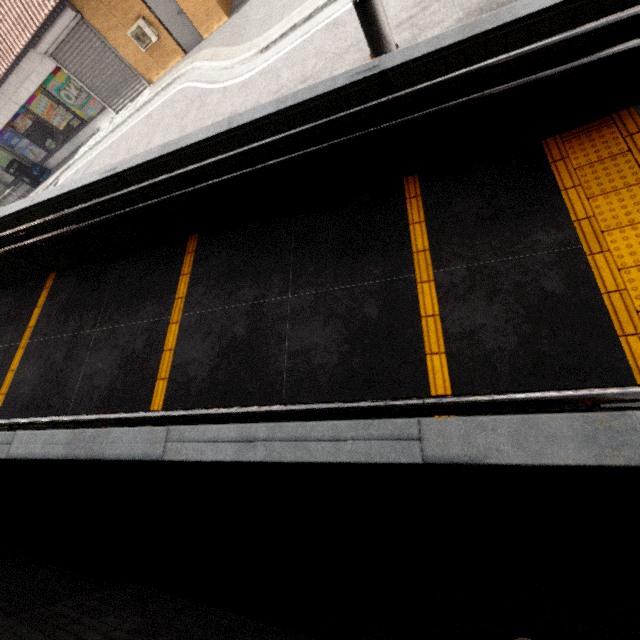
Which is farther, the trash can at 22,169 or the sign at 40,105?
the trash can at 22,169

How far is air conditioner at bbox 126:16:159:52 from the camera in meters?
9.9 m

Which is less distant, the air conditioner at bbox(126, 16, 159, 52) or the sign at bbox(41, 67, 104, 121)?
the air conditioner at bbox(126, 16, 159, 52)

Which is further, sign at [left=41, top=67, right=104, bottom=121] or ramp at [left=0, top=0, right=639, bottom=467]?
sign at [left=41, top=67, right=104, bottom=121]

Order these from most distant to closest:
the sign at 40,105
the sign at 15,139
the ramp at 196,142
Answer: the sign at 15,139
the sign at 40,105
the ramp at 196,142

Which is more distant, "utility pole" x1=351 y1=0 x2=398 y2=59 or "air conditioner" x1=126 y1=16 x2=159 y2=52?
"air conditioner" x1=126 y1=16 x2=159 y2=52

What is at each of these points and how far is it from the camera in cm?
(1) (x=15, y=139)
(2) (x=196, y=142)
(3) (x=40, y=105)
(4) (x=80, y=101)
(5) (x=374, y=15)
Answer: (1) sign, 1382
(2) ramp, 330
(3) sign, 1249
(4) sign, 1232
(5) utility pole, 281

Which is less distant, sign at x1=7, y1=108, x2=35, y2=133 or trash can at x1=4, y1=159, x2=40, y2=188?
sign at x1=7, y1=108, x2=35, y2=133
